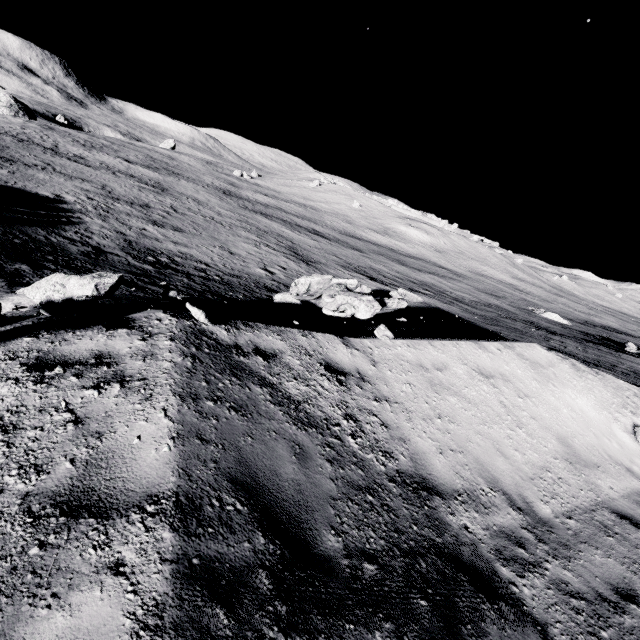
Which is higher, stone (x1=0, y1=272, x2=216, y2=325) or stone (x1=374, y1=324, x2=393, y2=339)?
stone (x1=374, y1=324, x2=393, y2=339)

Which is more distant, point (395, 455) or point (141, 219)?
point (141, 219)

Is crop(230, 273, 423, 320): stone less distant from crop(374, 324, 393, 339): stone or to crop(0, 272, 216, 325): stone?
crop(374, 324, 393, 339): stone

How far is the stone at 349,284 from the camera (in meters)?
8.27

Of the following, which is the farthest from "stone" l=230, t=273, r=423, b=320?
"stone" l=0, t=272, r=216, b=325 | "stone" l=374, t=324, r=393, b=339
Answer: "stone" l=0, t=272, r=216, b=325

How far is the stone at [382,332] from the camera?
7.4 meters

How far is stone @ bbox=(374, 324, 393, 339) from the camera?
7.4 meters
